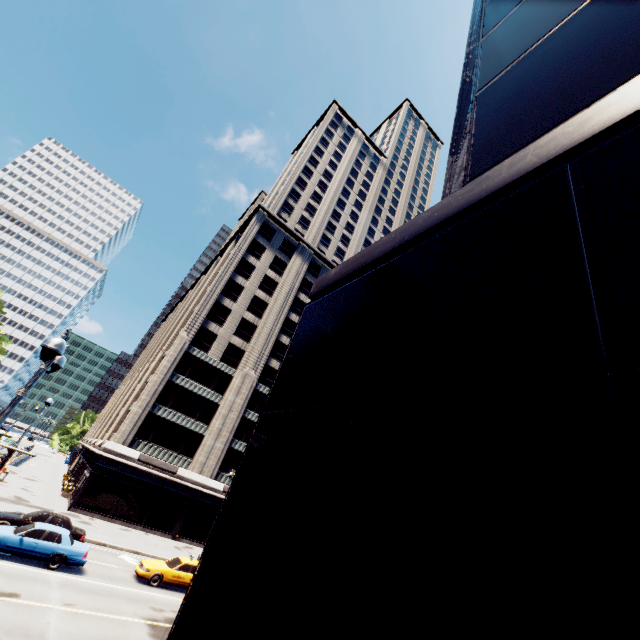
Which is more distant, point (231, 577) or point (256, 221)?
point (256, 221)

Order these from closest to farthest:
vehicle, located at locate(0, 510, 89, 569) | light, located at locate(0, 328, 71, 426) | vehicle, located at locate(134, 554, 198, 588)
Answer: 1. light, located at locate(0, 328, 71, 426)
2. vehicle, located at locate(0, 510, 89, 569)
3. vehicle, located at locate(134, 554, 198, 588)

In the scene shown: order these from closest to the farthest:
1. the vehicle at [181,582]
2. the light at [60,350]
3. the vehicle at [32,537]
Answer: the light at [60,350]
the vehicle at [32,537]
the vehicle at [181,582]

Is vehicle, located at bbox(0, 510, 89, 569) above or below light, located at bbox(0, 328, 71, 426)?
below

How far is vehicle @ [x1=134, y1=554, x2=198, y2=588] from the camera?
18.5 meters

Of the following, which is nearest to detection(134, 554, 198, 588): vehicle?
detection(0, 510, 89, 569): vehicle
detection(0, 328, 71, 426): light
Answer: detection(0, 510, 89, 569): vehicle

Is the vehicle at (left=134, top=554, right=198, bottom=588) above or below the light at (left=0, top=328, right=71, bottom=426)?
below

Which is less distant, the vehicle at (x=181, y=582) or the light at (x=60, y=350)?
the light at (x=60, y=350)
